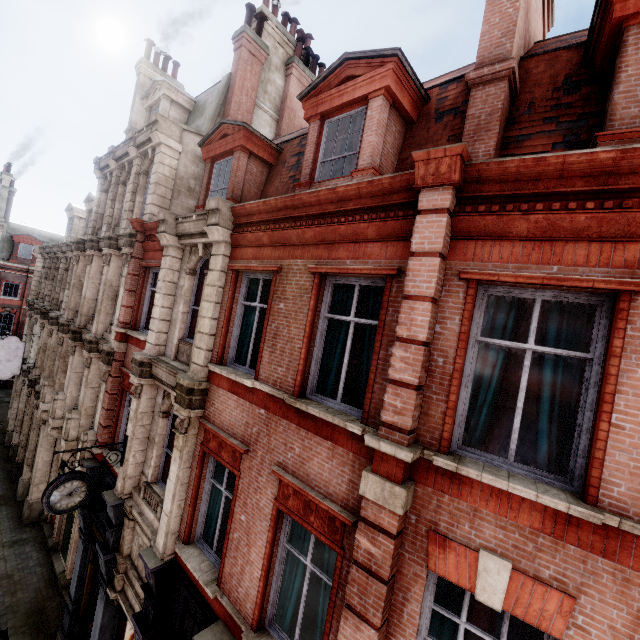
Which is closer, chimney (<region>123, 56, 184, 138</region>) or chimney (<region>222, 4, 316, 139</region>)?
chimney (<region>222, 4, 316, 139</region>)

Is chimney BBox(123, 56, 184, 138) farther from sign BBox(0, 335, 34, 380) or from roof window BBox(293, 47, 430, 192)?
roof window BBox(293, 47, 430, 192)

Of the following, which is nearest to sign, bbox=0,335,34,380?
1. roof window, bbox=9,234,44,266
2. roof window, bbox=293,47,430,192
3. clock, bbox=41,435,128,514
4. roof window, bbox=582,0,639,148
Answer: clock, bbox=41,435,128,514

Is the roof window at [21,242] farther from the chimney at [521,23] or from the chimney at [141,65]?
the chimney at [521,23]

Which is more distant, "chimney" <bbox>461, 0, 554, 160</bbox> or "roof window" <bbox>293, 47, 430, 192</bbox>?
"roof window" <bbox>293, 47, 430, 192</bbox>

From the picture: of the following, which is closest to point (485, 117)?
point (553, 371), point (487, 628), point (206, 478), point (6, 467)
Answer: point (553, 371)

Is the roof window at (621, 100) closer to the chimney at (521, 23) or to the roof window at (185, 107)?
the chimney at (521, 23)

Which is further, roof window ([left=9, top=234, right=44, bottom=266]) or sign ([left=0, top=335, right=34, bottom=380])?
roof window ([left=9, top=234, right=44, bottom=266])
